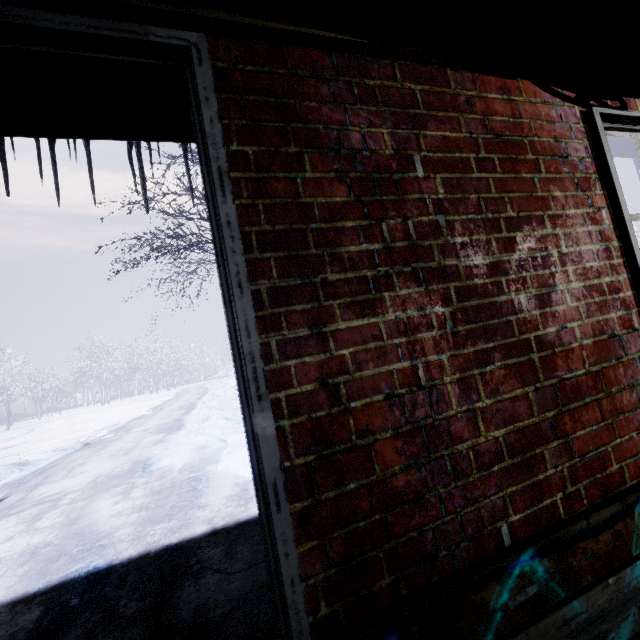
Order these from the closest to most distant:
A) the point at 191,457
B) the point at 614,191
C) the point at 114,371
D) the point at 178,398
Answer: the point at 614,191
the point at 191,457
the point at 178,398
the point at 114,371

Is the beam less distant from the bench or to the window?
the window

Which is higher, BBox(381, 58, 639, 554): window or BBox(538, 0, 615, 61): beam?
BBox(538, 0, 615, 61): beam

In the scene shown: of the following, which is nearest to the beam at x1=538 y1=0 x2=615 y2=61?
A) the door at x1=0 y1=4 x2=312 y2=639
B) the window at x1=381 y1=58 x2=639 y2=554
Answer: the window at x1=381 y1=58 x2=639 y2=554

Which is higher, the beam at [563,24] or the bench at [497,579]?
the beam at [563,24]

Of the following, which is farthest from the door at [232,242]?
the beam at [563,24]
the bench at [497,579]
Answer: the beam at [563,24]

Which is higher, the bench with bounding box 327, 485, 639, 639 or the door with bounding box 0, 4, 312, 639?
the door with bounding box 0, 4, 312, 639
